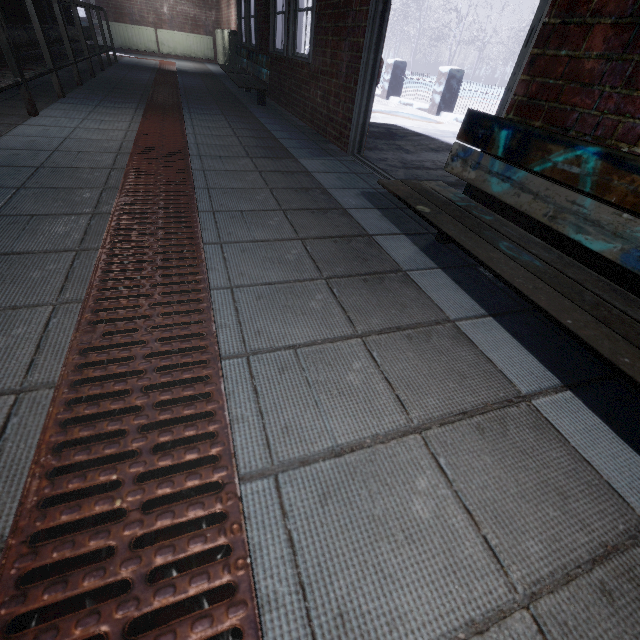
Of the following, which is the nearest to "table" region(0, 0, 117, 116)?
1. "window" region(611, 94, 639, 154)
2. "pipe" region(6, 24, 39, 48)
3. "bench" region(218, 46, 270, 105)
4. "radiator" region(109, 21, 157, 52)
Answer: "pipe" region(6, 24, 39, 48)

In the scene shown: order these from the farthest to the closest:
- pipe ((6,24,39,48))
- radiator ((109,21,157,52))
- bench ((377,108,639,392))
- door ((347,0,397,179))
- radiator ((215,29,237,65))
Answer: radiator ((109,21,157,52)), radiator ((215,29,237,65)), pipe ((6,24,39,48)), door ((347,0,397,179)), bench ((377,108,639,392))

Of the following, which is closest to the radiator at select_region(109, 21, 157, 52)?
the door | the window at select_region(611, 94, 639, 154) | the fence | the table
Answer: the table

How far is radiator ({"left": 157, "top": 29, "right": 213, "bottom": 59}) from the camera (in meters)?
9.59

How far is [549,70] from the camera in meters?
1.3 m

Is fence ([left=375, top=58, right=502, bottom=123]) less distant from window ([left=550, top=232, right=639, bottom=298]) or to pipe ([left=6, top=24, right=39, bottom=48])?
window ([left=550, top=232, right=639, bottom=298])

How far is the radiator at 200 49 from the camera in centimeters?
959cm

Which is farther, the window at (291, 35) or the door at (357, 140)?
the window at (291, 35)
